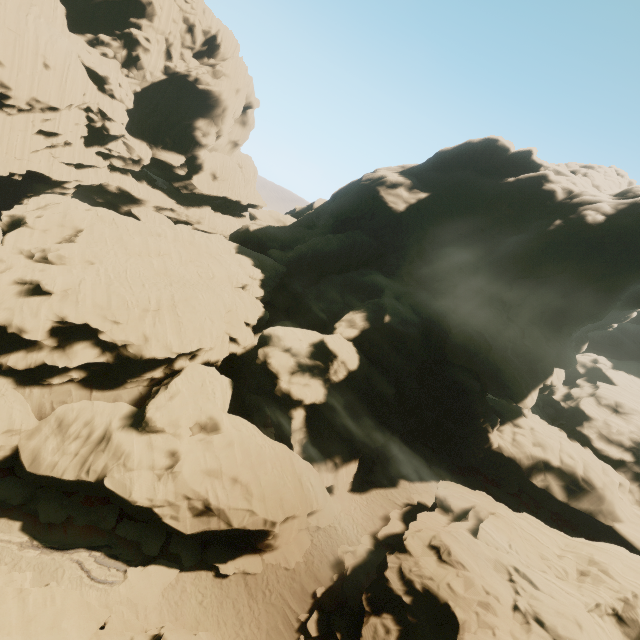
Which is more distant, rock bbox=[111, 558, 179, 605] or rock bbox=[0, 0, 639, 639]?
rock bbox=[0, 0, 639, 639]

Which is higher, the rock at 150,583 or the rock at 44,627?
the rock at 44,627

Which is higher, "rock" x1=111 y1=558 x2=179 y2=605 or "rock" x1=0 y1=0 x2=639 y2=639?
"rock" x1=0 y1=0 x2=639 y2=639

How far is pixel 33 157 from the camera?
48.4m

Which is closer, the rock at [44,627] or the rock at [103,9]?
the rock at [44,627]

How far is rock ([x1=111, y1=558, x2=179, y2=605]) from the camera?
17.88m

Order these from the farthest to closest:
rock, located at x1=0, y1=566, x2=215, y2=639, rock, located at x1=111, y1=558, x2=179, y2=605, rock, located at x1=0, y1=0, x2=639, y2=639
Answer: rock, located at x1=0, y1=0, x2=639, y2=639 < rock, located at x1=111, y1=558, x2=179, y2=605 < rock, located at x1=0, y1=566, x2=215, y2=639
